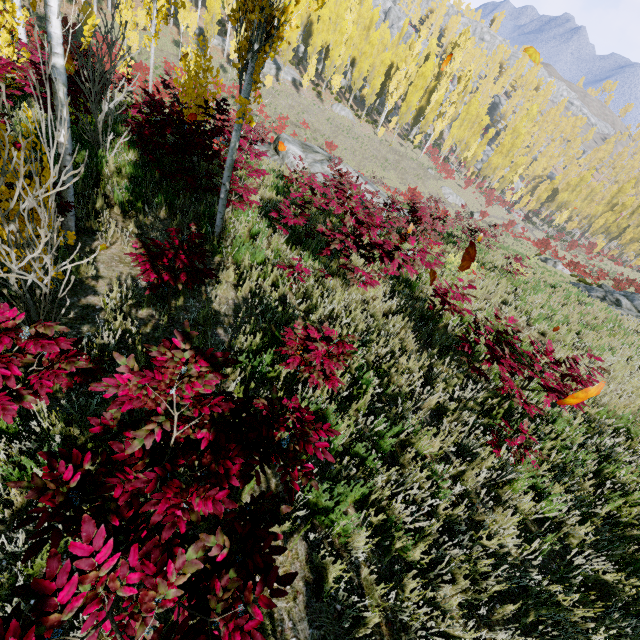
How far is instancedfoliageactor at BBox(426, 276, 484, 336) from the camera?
5.2 meters

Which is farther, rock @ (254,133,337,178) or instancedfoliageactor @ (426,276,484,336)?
rock @ (254,133,337,178)

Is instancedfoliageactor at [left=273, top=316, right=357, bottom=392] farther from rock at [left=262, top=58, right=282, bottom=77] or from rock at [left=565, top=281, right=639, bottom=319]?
rock at [left=565, top=281, right=639, bottom=319]

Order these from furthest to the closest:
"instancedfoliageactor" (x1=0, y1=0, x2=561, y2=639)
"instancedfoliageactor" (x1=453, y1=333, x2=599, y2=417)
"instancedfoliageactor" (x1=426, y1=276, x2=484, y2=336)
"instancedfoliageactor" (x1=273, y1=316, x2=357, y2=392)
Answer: "instancedfoliageactor" (x1=426, y1=276, x2=484, y2=336) < "instancedfoliageactor" (x1=453, y1=333, x2=599, y2=417) < "instancedfoliageactor" (x1=273, y1=316, x2=357, y2=392) < "instancedfoliageactor" (x1=0, y1=0, x2=561, y2=639)

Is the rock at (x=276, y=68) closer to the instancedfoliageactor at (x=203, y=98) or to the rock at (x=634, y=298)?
the instancedfoliageactor at (x=203, y=98)

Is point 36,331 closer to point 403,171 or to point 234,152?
point 234,152
